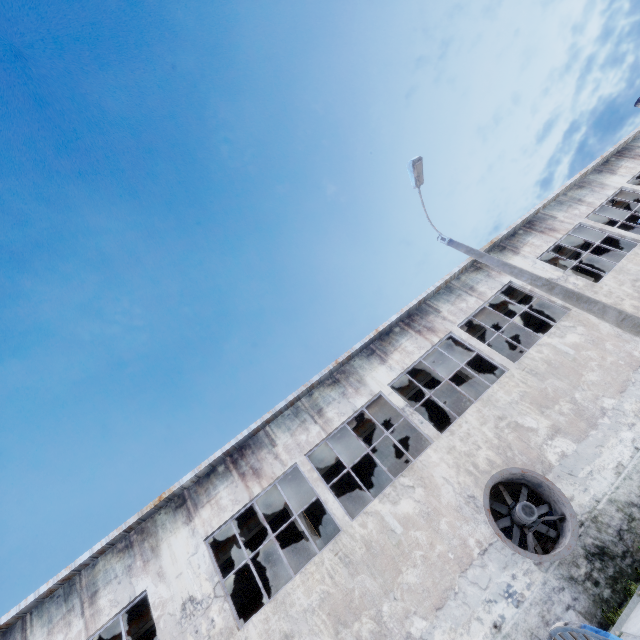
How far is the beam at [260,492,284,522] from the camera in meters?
13.1

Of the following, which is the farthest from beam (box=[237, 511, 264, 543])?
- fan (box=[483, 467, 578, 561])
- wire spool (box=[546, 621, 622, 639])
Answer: wire spool (box=[546, 621, 622, 639])

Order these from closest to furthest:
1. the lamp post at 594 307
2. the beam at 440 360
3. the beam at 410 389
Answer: the lamp post at 594 307, the beam at 410 389, the beam at 440 360

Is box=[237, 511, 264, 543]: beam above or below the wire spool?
above

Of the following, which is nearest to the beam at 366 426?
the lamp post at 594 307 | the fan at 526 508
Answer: the fan at 526 508

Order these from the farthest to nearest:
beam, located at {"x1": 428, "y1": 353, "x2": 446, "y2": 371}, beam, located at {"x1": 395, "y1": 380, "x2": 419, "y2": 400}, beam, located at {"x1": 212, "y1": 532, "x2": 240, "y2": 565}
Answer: beam, located at {"x1": 428, "y1": 353, "x2": 446, "y2": 371} → beam, located at {"x1": 395, "y1": 380, "x2": 419, "y2": 400} → beam, located at {"x1": 212, "y1": 532, "x2": 240, "y2": 565}

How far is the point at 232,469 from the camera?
11.7m

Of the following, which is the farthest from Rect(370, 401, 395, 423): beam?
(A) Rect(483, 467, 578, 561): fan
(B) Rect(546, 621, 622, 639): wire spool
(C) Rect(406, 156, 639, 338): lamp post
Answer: (B) Rect(546, 621, 622, 639): wire spool
